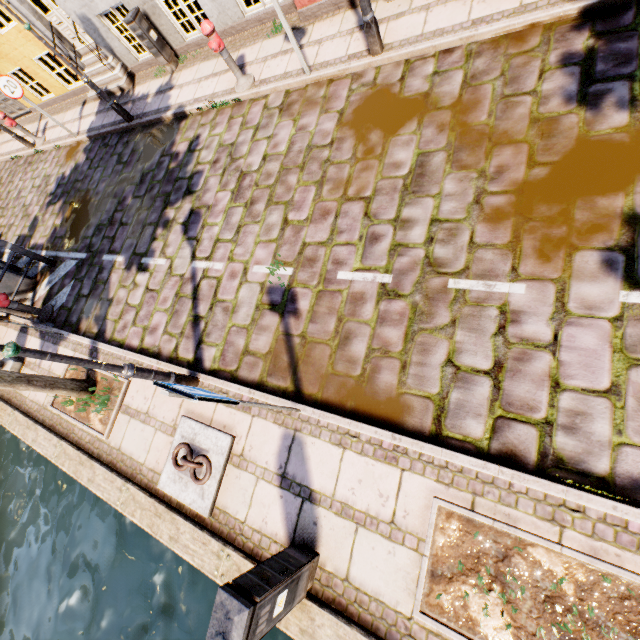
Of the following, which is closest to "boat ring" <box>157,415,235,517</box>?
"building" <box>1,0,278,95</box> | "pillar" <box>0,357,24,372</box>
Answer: "pillar" <box>0,357,24,372</box>

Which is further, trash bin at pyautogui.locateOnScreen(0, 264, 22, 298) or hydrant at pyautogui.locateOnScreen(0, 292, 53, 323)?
trash bin at pyautogui.locateOnScreen(0, 264, 22, 298)

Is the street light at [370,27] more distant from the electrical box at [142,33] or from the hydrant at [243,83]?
the electrical box at [142,33]

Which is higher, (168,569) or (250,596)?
(250,596)

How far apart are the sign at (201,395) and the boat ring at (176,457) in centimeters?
167cm

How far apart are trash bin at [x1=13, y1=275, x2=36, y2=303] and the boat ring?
6.9 meters

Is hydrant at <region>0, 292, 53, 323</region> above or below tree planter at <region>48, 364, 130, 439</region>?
below

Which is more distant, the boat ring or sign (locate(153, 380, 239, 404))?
the boat ring
